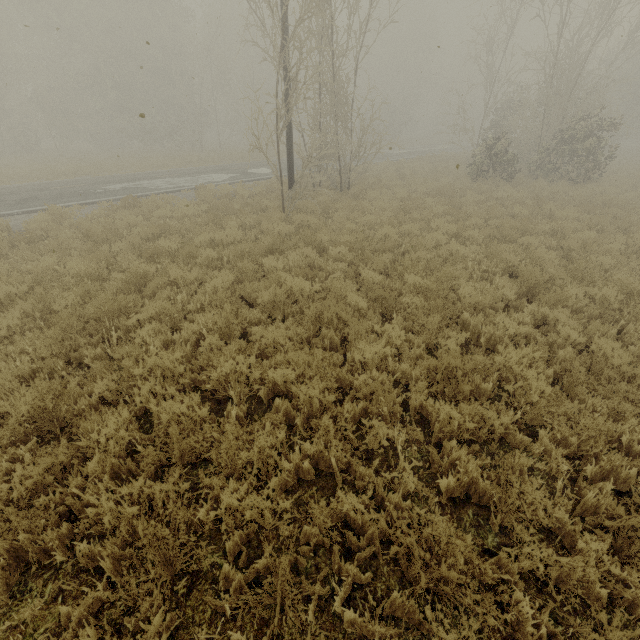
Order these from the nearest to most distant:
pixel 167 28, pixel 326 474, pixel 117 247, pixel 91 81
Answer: pixel 326 474
pixel 117 247
pixel 167 28
pixel 91 81
